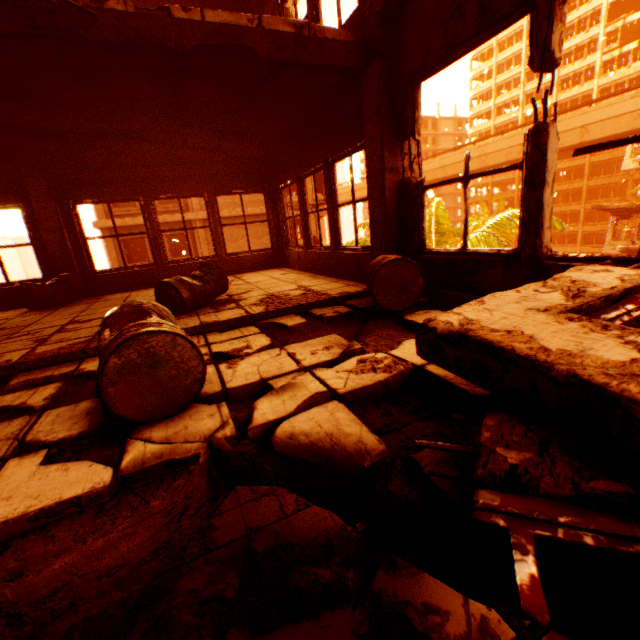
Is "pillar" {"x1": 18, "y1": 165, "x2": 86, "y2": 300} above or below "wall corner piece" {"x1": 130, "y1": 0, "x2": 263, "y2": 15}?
below

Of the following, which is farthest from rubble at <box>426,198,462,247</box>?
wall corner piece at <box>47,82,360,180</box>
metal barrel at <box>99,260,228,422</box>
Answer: metal barrel at <box>99,260,228,422</box>

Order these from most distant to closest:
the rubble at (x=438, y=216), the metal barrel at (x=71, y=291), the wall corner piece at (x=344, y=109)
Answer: the rubble at (x=438, y=216) < the metal barrel at (x=71, y=291) < the wall corner piece at (x=344, y=109)

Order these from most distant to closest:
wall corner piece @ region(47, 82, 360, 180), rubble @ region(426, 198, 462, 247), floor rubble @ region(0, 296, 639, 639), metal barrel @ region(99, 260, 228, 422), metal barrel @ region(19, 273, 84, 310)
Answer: rubble @ region(426, 198, 462, 247) → metal barrel @ region(19, 273, 84, 310) → wall corner piece @ region(47, 82, 360, 180) → metal barrel @ region(99, 260, 228, 422) → floor rubble @ region(0, 296, 639, 639)

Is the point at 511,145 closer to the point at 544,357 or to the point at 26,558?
the point at 544,357

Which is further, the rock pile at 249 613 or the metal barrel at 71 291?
the metal barrel at 71 291

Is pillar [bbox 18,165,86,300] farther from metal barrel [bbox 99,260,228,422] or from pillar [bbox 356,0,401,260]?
pillar [bbox 356,0,401,260]

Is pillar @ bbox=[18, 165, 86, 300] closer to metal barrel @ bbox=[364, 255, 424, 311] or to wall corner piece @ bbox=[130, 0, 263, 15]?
wall corner piece @ bbox=[130, 0, 263, 15]
